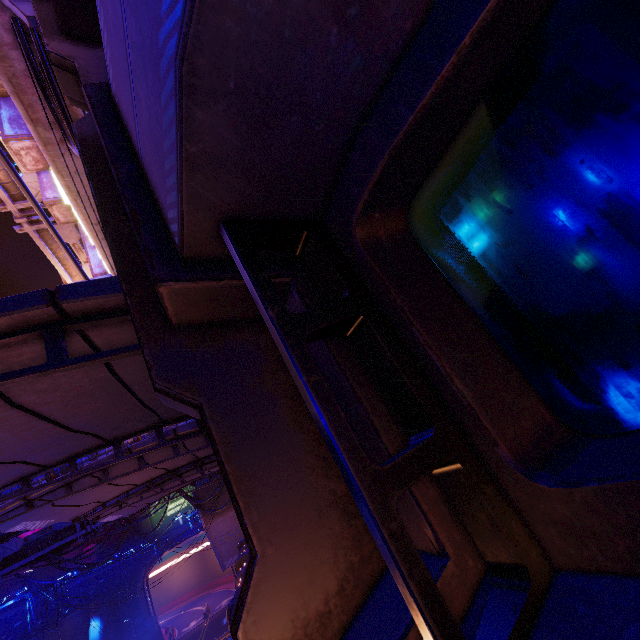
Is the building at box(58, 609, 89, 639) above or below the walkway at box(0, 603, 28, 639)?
below

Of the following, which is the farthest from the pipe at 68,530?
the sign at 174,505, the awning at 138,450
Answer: the awning at 138,450

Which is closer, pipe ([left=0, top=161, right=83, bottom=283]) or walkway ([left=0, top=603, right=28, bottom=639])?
pipe ([left=0, top=161, right=83, bottom=283])

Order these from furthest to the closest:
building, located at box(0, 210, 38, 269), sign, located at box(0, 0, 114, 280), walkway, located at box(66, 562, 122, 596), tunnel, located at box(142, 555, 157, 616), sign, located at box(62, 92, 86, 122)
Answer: building, located at box(0, 210, 38, 269), tunnel, located at box(142, 555, 157, 616), walkway, located at box(66, 562, 122, 596), sign, located at box(62, 92, 86, 122), sign, located at box(0, 0, 114, 280)

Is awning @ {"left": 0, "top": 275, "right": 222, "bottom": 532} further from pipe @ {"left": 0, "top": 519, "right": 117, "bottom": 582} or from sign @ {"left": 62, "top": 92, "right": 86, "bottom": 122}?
pipe @ {"left": 0, "top": 519, "right": 117, "bottom": 582}

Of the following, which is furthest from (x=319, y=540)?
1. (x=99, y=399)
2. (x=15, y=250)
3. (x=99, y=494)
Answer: (x=15, y=250)

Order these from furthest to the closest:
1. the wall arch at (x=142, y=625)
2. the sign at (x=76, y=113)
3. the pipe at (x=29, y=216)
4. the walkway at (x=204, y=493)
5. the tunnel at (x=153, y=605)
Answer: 1. the tunnel at (x=153, y=605)
2. the wall arch at (x=142, y=625)
3. the walkway at (x=204, y=493)
4. the pipe at (x=29, y=216)
5. the sign at (x=76, y=113)

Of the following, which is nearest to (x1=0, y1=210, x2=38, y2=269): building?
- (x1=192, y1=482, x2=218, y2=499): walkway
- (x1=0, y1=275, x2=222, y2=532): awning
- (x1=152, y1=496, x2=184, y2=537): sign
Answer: (x1=152, y1=496, x2=184, y2=537): sign
